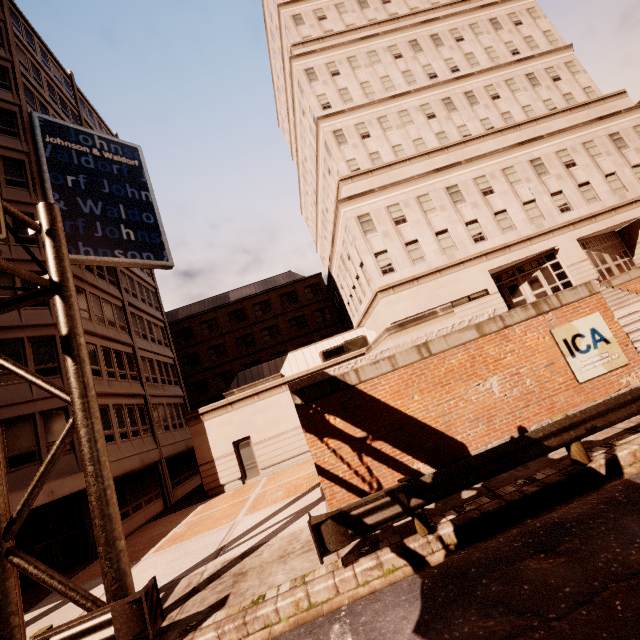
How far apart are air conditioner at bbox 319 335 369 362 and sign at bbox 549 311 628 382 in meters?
12.7 m

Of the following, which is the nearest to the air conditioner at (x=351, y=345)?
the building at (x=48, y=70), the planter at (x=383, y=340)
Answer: the planter at (x=383, y=340)

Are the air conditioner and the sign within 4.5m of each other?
no

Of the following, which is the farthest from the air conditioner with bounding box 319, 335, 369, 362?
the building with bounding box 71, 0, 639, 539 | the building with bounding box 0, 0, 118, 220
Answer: the building with bounding box 0, 0, 118, 220

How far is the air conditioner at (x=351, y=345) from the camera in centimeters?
2175cm

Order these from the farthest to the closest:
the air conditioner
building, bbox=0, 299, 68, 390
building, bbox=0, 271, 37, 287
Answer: the air conditioner < building, bbox=0, 271, 37, 287 < building, bbox=0, 299, 68, 390

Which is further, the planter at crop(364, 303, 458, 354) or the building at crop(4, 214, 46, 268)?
the building at crop(4, 214, 46, 268)

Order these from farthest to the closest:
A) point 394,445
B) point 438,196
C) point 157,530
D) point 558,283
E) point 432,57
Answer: point 432,57 → point 438,196 → point 558,283 → point 157,530 → point 394,445
